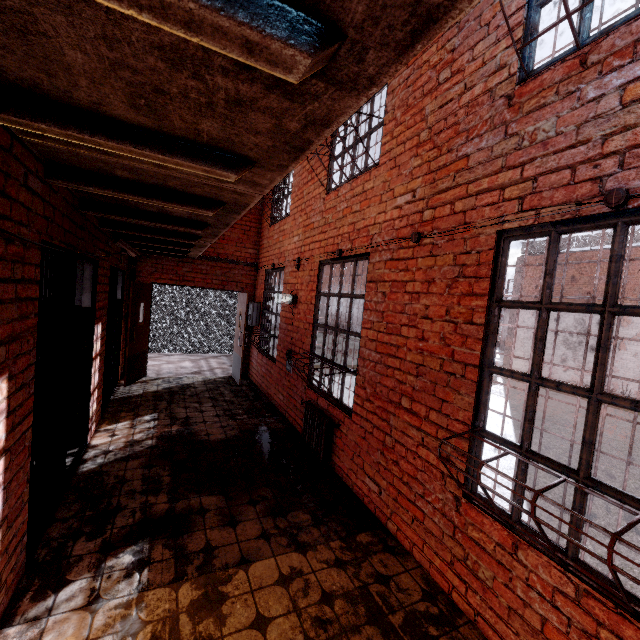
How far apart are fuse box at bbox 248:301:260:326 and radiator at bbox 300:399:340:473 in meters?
3.4

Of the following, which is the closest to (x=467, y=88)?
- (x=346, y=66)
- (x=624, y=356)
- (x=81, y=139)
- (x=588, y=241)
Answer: (x=346, y=66)

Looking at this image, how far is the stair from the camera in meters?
8.1

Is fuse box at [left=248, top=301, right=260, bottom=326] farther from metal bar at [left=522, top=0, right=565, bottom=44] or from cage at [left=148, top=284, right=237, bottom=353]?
metal bar at [left=522, top=0, right=565, bottom=44]

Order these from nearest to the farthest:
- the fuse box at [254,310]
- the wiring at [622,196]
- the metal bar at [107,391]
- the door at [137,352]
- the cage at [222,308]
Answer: the wiring at [622,196] → the metal bar at [107,391] → the door at [137,352] → the fuse box at [254,310] → the cage at [222,308]

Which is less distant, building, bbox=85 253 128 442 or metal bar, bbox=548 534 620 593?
metal bar, bbox=548 534 620 593

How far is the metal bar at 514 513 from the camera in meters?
2.0 m

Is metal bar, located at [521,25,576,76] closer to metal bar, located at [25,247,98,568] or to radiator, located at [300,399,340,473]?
metal bar, located at [25,247,98,568]
